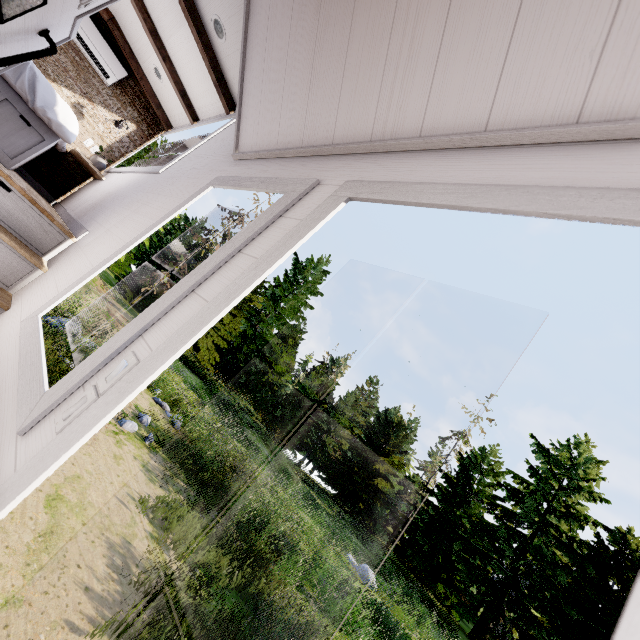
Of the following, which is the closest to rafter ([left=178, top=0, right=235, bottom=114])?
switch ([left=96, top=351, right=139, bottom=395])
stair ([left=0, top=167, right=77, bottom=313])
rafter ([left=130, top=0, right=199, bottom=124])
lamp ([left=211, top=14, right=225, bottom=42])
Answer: lamp ([left=211, top=14, right=225, bottom=42])

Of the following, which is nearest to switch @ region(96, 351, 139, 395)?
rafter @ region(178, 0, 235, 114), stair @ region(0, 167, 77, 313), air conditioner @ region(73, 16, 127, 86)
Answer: stair @ region(0, 167, 77, 313)

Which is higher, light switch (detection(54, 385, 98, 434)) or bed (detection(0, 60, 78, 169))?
bed (detection(0, 60, 78, 169))

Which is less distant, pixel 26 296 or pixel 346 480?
pixel 26 296

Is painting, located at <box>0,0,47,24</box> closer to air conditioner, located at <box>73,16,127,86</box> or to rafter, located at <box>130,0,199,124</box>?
rafter, located at <box>130,0,199,124</box>

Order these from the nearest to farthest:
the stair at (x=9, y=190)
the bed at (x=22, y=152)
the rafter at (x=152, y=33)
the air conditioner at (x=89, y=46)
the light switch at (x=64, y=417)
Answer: the light switch at (x=64, y=417)
the stair at (x=9, y=190)
the bed at (x=22, y=152)
the rafter at (x=152, y=33)
the air conditioner at (x=89, y=46)

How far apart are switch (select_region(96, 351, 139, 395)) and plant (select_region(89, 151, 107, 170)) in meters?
5.1 m

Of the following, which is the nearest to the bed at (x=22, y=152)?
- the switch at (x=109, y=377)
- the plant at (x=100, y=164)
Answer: the plant at (x=100, y=164)
